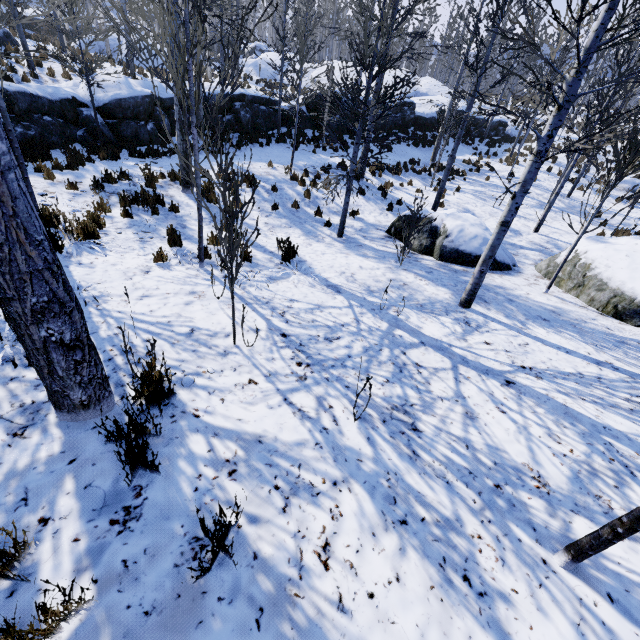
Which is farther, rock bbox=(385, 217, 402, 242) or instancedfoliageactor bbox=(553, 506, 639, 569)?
rock bbox=(385, 217, 402, 242)

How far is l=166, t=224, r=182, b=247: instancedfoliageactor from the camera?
5.9 meters

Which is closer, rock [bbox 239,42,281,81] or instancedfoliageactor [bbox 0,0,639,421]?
instancedfoliageactor [bbox 0,0,639,421]

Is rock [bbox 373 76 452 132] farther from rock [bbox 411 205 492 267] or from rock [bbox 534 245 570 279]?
rock [bbox 534 245 570 279]

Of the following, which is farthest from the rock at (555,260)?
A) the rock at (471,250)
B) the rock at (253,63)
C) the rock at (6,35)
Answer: the rock at (6,35)

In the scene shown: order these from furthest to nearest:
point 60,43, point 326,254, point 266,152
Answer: point 266,152 < point 60,43 < point 326,254

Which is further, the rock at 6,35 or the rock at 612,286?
the rock at 6,35

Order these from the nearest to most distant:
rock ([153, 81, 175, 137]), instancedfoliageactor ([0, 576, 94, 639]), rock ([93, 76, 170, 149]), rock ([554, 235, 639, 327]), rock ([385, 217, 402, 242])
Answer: instancedfoliageactor ([0, 576, 94, 639])
rock ([554, 235, 639, 327])
rock ([385, 217, 402, 242])
rock ([93, 76, 170, 149])
rock ([153, 81, 175, 137])
